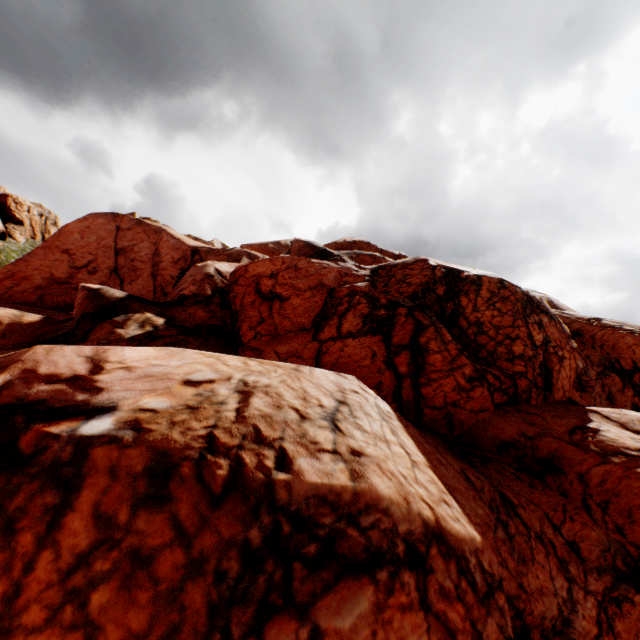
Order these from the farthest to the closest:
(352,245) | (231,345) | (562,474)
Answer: (352,245) → (231,345) → (562,474)
